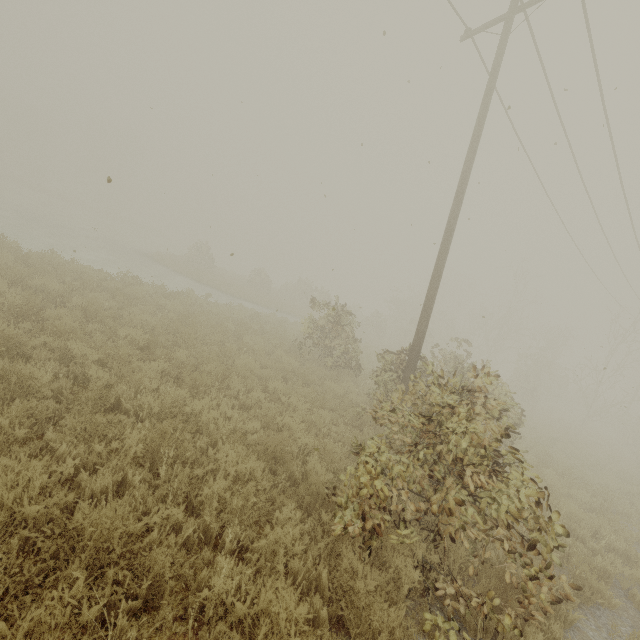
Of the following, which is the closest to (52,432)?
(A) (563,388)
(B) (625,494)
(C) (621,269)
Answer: (B) (625,494)

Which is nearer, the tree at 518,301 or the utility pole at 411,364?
the utility pole at 411,364

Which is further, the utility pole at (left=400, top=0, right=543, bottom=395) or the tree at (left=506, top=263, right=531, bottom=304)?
the tree at (left=506, top=263, right=531, bottom=304)

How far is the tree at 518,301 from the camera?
34.3m

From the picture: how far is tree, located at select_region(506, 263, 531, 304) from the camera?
34.3 meters
